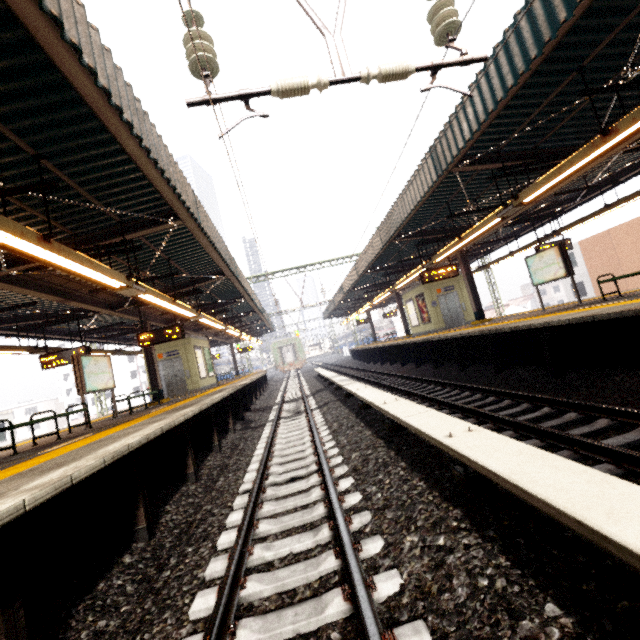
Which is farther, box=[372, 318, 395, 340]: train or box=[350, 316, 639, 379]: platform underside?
box=[372, 318, 395, 340]: train

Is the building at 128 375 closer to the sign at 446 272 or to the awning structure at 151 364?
the awning structure at 151 364

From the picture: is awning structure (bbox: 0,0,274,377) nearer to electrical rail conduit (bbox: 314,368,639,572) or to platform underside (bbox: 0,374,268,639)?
platform underside (bbox: 0,374,268,639)

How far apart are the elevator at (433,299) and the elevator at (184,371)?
12.6m

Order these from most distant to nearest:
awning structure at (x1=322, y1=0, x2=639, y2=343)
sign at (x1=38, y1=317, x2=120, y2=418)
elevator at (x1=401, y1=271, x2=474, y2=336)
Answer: elevator at (x1=401, y1=271, x2=474, y2=336)
sign at (x1=38, y1=317, x2=120, y2=418)
awning structure at (x1=322, y1=0, x2=639, y2=343)

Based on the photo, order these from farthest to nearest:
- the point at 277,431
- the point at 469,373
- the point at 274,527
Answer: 1. the point at 469,373
2. the point at 277,431
3. the point at 274,527

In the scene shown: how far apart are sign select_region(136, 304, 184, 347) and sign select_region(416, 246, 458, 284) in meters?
9.3 m

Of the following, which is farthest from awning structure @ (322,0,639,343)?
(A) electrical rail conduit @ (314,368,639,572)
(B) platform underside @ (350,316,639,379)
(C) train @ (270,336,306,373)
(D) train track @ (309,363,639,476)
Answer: (C) train @ (270,336,306,373)
